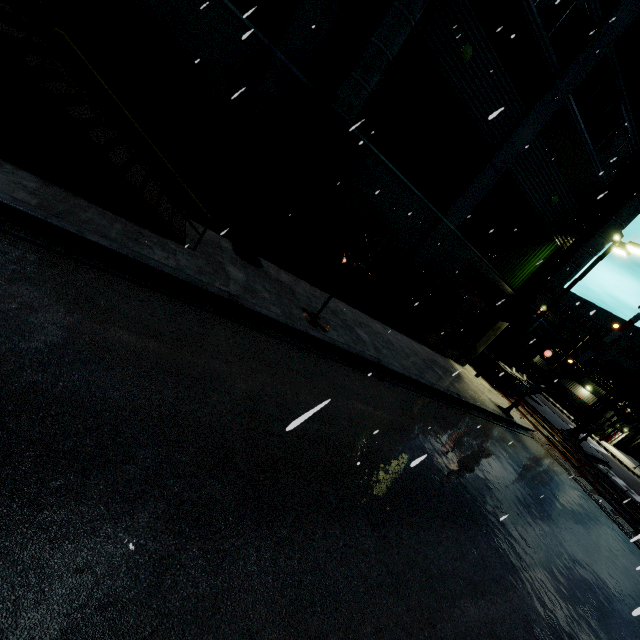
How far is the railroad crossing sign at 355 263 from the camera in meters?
8.3 m

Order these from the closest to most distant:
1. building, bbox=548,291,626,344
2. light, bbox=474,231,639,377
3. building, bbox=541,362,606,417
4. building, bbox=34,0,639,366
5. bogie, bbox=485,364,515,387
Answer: building, bbox=34,0,639,366, light, bbox=474,231,639,377, bogie, bbox=485,364,515,387, building, bbox=541,362,606,417, building, bbox=548,291,626,344

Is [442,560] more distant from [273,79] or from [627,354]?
[627,354]

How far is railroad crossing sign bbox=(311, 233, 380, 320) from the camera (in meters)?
8.30

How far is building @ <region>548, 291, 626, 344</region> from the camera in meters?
48.7

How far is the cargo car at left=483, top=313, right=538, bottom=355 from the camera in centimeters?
1944cm

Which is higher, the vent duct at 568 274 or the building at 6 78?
the vent duct at 568 274
